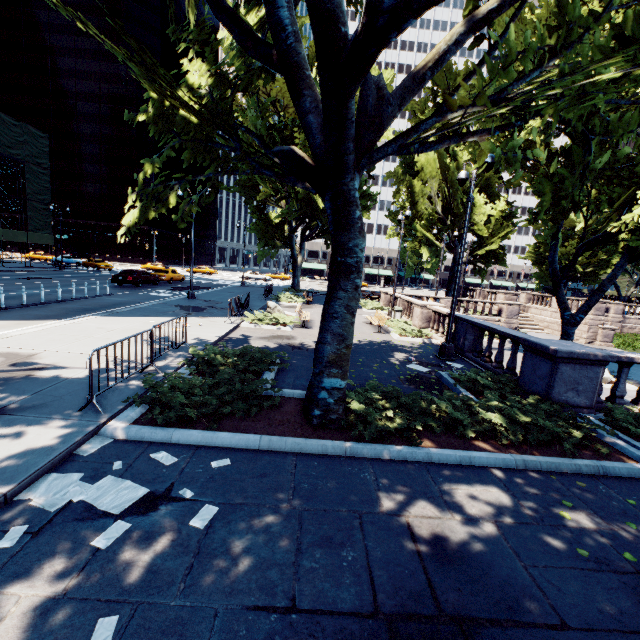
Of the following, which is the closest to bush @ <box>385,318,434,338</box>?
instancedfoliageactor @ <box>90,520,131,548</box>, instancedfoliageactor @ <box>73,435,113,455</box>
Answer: instancedfoliageactor @ <box>73,435,113,455</box>

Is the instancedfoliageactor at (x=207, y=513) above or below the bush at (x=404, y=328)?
below

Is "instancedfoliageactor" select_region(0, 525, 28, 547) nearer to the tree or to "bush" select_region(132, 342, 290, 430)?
"bush" select_region(132, 342, 290, 430)

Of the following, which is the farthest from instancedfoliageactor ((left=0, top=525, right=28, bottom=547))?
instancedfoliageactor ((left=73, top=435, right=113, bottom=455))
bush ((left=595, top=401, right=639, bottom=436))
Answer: bush ((left=595, top=401, right=639, bottom=436))

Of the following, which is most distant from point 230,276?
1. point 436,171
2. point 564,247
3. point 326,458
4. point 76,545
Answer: point 76,545

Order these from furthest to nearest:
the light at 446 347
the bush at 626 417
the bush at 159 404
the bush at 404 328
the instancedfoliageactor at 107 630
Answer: the bush at 404 328 → the light at 446 347 → the bush at 626 417 → the bush at 159 404 → the instancedfoliageactor at 107 630

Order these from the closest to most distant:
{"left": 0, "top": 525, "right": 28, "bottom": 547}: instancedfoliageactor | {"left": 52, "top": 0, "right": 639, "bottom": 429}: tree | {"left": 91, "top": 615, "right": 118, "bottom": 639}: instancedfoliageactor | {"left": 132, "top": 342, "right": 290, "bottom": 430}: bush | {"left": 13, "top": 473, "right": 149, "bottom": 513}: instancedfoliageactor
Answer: {"left": 91, "top": 615, "right": 118, "bottom": 639}: instancedfoliageactor → {"left": 0, "top": 525, "right": 28, "bottom": 547}: instancedfoliageactor → {"left": 13, "top": 473, "right": 149, "bottom": 513}: instancedfoliageactor → {"left": 52, "top": 0, "right": 639, "bottom": 429}: tree → {"left": 132, "top": 342, "right": 290, "bottom": 430}: bush

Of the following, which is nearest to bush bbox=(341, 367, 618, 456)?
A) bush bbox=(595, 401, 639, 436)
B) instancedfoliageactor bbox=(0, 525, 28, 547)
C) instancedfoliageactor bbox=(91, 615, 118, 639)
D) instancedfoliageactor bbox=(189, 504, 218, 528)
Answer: bush bbox=(595, 401, 639, 436)
